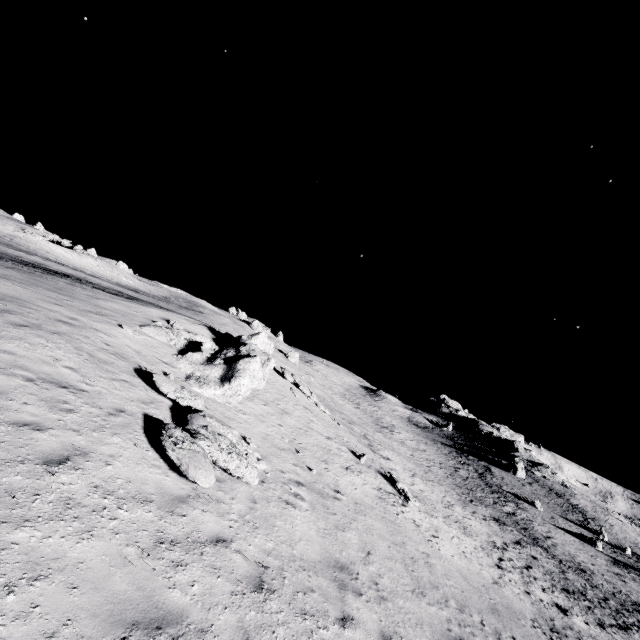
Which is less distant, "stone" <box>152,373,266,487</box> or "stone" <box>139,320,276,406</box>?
"stone" <box>152,373,266,487</box>

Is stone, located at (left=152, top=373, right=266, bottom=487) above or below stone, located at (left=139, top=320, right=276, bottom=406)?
below

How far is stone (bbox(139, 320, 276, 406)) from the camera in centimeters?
1430cm

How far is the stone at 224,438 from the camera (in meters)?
7.34

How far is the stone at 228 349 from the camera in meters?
14.3

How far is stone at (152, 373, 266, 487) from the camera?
7.34m

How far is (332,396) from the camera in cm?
5969
